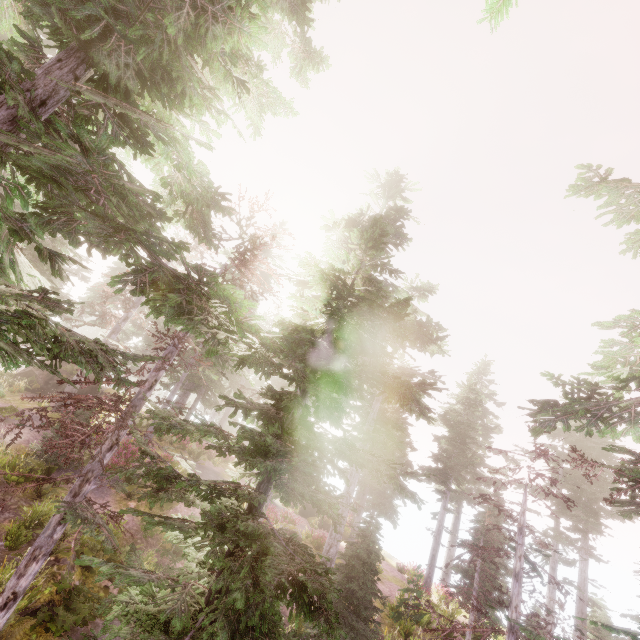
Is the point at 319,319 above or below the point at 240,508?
above

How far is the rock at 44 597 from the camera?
8.8m

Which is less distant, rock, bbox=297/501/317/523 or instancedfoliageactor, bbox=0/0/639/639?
instancedfoliageactor, bbox=0/0/639/639

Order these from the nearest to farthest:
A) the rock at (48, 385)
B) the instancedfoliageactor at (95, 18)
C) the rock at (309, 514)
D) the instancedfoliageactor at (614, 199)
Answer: the instancedfoliageactor at (95, 18) → the instancedfoliageactor at (614, 199) → the rock at (48, 385) → the rock at (309, 514)

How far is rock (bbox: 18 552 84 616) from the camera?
8.75m

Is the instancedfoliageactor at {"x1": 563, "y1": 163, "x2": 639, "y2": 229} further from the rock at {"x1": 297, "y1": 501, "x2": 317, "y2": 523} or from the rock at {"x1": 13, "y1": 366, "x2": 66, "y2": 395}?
the rock at {"x1": 297, "y1": 501, "x2": 317, "y2": 523}

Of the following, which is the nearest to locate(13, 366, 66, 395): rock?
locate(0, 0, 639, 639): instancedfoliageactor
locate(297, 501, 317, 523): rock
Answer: locate(0, 0, 639, 639): instancedfoliageactor

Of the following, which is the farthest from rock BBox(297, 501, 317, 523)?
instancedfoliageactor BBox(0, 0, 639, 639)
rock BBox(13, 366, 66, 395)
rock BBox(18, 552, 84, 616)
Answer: rock BBox(18, 552, 84, 616)
